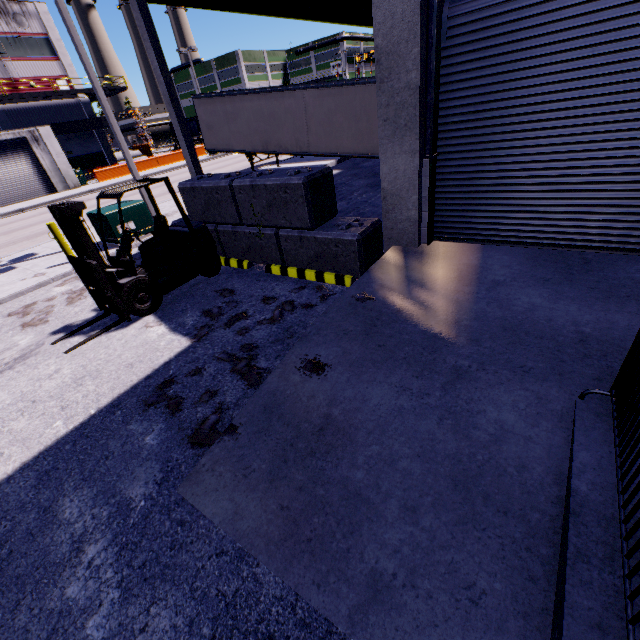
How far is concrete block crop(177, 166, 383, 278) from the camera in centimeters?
601cm

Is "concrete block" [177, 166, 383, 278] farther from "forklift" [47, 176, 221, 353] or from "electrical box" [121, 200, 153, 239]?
"electrical box" [121, 200, 153, 239]

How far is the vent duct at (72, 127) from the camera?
32.2 meters

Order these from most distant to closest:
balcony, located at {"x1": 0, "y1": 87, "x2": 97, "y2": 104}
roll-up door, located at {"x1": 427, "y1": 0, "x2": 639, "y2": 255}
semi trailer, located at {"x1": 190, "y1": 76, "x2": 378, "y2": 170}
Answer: balcony, located at {"x1": 0, "y1": 87, "x2": 97, "y2": 104}, semi trailer, located at {"x1": 190, "y1": 76, "x2": 378, "y2": 170}, roll-up door, located at {"x1": 427, "y1": 0, "x2": 639, "y2": 255}

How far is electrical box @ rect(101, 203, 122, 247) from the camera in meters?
9.9 m

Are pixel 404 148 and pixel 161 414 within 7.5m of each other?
yes

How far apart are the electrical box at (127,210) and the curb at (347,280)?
6.06m

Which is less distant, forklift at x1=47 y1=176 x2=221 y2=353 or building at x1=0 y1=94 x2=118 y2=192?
forklift at x1=47 y1=176 x2=221 y2=353
